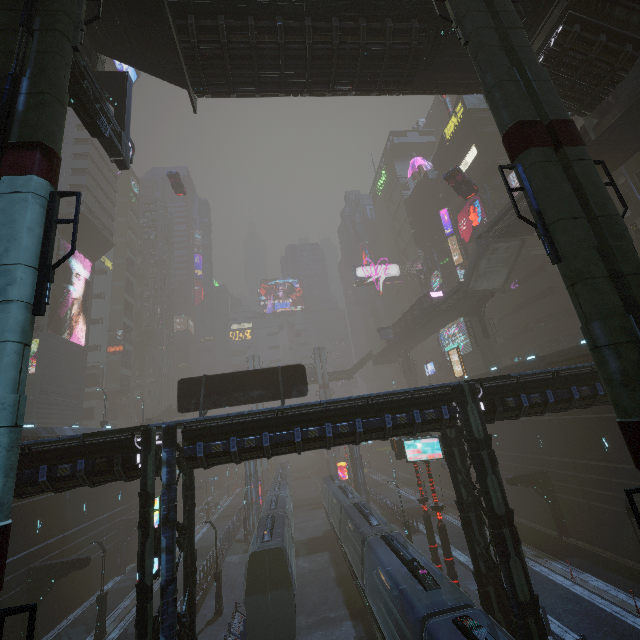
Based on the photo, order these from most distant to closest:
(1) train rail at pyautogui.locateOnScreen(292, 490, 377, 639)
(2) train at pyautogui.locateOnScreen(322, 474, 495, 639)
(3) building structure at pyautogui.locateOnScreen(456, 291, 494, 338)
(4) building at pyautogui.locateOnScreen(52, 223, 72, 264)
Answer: (4) building at pyautogui.locateOnScreen(52, 223, 72, 264), (3) building structure at pyautogui.locateOnScreen(456, 291, 494, 338), (1) train rail at pyautogui.locateOnScreen(292, 490, 377, 639), (2) train at pyautogui.locateOnScreen(322, 474, 495, 639)

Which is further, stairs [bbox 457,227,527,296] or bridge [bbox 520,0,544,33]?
stairs [bbox 457,227,527,296]

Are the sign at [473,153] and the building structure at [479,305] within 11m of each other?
no

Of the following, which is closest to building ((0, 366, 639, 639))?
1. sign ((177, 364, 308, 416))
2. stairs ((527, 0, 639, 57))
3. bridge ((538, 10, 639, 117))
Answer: sign ((177, 364, 308, 416))

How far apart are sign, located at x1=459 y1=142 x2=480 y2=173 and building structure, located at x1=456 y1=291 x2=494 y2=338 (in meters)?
22.71

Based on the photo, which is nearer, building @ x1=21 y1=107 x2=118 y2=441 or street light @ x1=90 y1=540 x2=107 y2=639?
street light @ x1=90 y1=540 x2=107 y2=639

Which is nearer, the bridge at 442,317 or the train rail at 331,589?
the train rail at 331,589

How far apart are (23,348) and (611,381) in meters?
13.8
